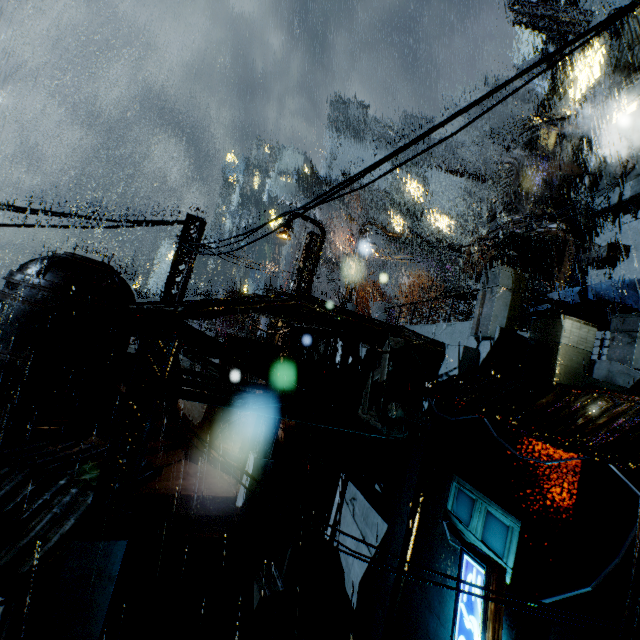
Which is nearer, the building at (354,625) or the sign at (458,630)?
the sign at (458,630)

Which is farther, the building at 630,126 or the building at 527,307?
the building at 630,126

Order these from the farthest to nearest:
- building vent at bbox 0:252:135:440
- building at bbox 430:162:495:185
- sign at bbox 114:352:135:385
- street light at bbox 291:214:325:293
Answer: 1. building at bbox 430:162:495:185
2. street light at bbox 291:214:325:293
3. sign at bbox 114:352:135:385
4. building vent at bbox 0:252:135:440

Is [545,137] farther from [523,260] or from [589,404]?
[589,404]

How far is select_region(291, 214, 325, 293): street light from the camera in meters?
18.3 m

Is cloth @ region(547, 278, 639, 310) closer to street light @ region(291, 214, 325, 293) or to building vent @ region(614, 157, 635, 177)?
building vent @ region(614, 157, 635, 177)

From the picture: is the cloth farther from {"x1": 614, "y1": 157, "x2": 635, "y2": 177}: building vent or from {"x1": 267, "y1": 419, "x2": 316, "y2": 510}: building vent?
{"x1": 267, "y1": 419, "x2": 316, "y2": 510}: building vent

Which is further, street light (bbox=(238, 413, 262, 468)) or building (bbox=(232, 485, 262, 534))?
street light (bbox=(238, 413, 262, 468))
